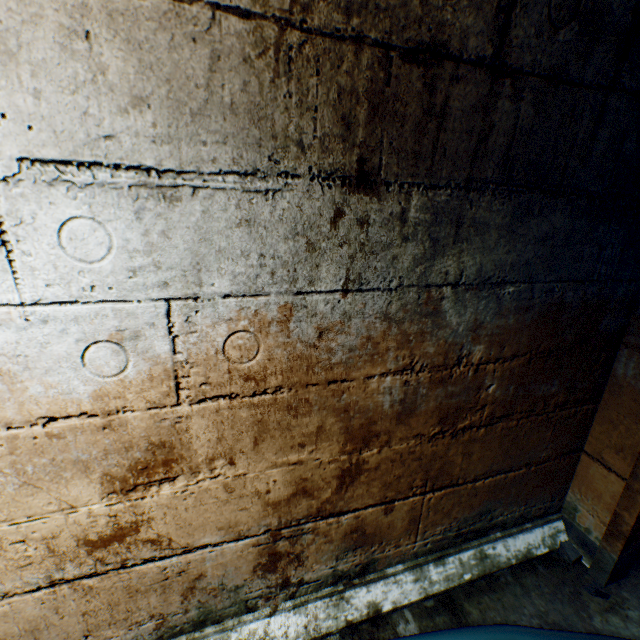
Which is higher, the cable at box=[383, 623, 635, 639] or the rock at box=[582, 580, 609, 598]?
the cable at box=[383, 623, 635, 639]

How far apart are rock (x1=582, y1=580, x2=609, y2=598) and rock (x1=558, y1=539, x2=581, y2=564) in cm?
18

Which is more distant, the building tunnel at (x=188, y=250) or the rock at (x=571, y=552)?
the rock at (x=571, y=552)

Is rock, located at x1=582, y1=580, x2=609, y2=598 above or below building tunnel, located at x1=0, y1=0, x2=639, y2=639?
below

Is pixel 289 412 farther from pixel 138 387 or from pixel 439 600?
pixel 439 600

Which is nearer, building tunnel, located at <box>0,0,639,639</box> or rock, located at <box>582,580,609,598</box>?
building tunnel, located at <box>0,0,639,639</box>

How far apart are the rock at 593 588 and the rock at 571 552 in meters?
0.2

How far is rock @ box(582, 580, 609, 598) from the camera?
1.6 meters
